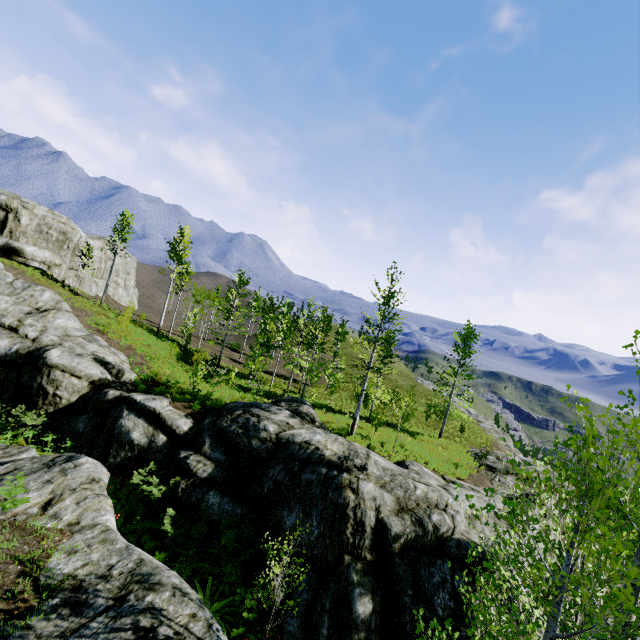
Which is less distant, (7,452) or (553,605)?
(553,605)

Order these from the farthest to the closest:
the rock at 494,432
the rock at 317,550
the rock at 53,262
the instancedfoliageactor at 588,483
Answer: the rock at 53,262, the rock at 494,432, the rock at 317,550, the instancedfoliageactor at 588,483

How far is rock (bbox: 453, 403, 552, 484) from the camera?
25.45m

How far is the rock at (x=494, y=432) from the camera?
25.45m

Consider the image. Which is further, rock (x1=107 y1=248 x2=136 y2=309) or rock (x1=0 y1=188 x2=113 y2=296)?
rock (x1=107 y1=248 x2=136 y2=309)

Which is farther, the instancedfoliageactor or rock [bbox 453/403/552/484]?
rock [bbox 453/403/552/484]

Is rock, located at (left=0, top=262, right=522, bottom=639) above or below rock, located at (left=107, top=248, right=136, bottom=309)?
below
